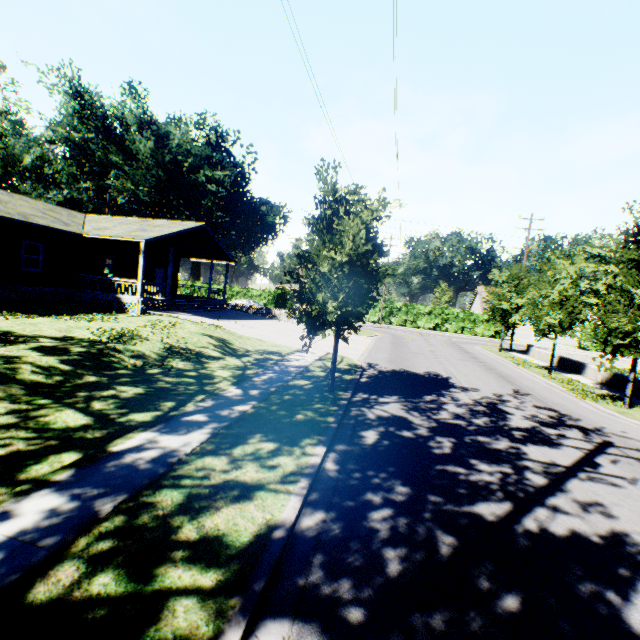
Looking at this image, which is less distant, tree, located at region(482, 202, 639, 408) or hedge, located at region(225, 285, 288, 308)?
tree, located at region(482, 202, 639, 408)

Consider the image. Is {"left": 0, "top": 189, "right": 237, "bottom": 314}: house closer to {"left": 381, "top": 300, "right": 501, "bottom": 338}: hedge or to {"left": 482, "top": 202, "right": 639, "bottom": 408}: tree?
{"left": 482, "top": 202, "right": 639, "bottom": 408}: tree

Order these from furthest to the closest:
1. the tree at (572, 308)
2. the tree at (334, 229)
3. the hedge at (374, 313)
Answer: the hedge at (374, 313) → the tree at (572, 308) → the tree at (334, 229)

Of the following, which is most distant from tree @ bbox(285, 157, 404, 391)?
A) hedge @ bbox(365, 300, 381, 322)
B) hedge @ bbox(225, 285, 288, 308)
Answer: hedge @ bbox(225, 285, 288, 308)

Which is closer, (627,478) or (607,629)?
(607,629)

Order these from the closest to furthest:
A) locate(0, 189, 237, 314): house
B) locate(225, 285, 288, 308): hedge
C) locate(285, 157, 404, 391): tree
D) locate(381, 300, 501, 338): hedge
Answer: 1. locate(285, 157, 404, 391): tree
2. locate(0, 189, 237, 314): house
3. locate(381, 300, 501, 338): hedge
4. locate(225, 285, 288, 308): hedge

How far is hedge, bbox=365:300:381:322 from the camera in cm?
4459

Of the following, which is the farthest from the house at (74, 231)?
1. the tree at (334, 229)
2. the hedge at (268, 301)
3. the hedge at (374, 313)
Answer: the hedge at (374, 313)
